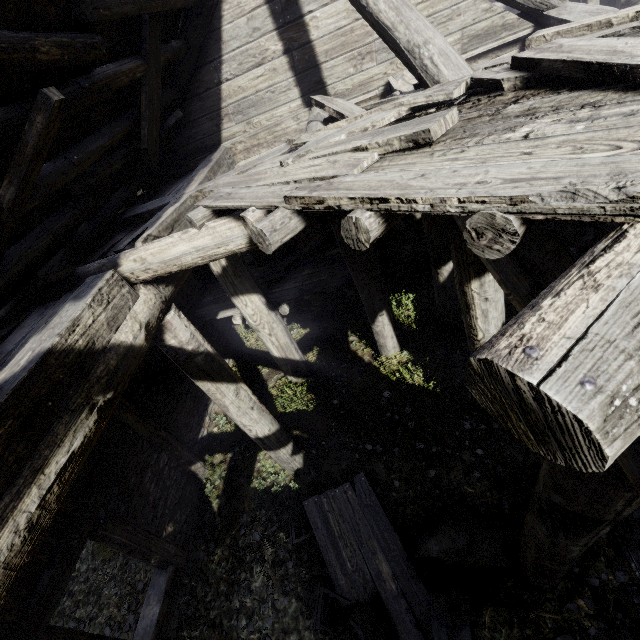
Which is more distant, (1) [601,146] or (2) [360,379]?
(2) [360,379]

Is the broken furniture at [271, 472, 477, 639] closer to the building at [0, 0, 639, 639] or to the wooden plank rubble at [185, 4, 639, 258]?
the building at [0, 0, 639, 639]

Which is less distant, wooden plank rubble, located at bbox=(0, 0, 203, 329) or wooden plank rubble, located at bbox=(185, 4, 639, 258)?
wooden plank rubble, located at bbox=(185, 4, 639, 258)

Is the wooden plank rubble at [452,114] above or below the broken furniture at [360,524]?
above

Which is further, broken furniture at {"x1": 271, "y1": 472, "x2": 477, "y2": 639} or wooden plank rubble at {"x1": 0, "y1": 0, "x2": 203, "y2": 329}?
broken furniture at {"x1": 271, "y1": 472, "x2": 477, "y2": 639}

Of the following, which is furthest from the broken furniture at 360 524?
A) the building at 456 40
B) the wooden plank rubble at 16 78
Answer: the wooden plank rubble at 16 78

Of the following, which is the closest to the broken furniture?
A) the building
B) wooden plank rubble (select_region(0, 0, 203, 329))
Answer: the building
